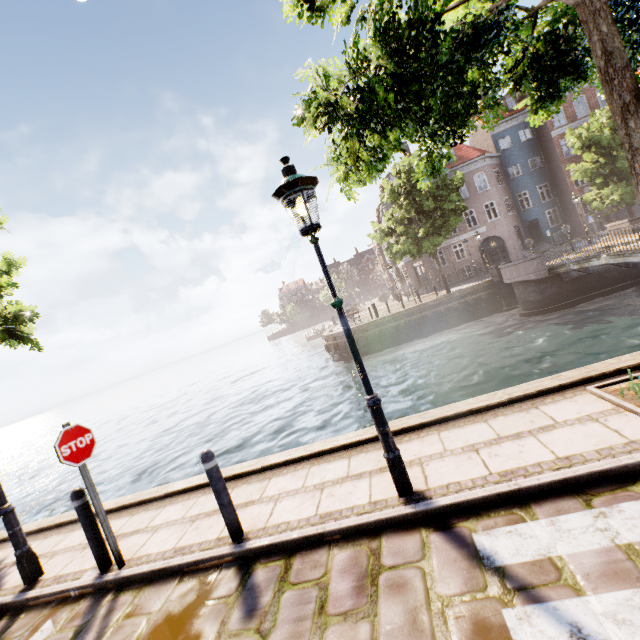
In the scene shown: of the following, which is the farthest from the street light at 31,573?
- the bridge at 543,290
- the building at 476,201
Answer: the building at 476,201

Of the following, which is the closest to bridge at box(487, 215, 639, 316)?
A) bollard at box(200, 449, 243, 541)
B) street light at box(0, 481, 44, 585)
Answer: bollard at box(200, 449, 243, 541)

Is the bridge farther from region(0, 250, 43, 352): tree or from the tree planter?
the tree planter

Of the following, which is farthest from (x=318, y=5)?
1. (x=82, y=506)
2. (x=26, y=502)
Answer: (x=26, y=502)

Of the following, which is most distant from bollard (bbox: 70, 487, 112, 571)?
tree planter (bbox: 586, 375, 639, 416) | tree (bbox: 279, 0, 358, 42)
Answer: tree planter (bbox: 586, 375, 639, 416)

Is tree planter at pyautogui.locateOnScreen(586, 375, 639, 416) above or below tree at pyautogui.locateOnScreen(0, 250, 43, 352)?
below

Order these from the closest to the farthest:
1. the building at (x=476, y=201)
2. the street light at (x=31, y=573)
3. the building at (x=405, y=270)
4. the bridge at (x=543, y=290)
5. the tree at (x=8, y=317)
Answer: the street light at (x=31, y=573) → the tree at (x=8, y=317) → the bridge at (x=543, y=290) → the building at (x=476, y=201) → the building at (x=405, y=270)

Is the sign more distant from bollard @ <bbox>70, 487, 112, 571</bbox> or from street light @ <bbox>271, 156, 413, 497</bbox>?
street light @ <bbox>271, 156, 413, 497</bbox>
